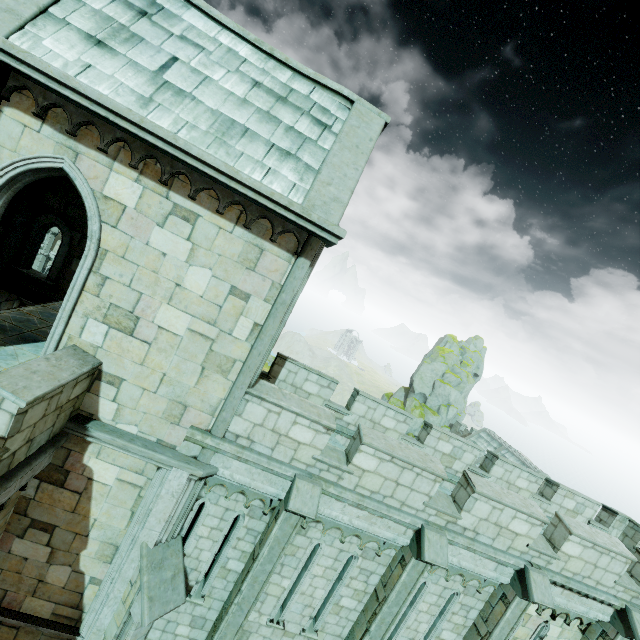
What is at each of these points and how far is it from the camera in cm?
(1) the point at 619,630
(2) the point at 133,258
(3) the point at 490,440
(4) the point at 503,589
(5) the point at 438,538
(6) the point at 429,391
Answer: (1) stone column, 883
(2) building, 617
(3) building, 3644
(4) stone column, 855
(5) stone column, 754
(6) rock, 4756

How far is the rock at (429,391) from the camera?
45.2 meters

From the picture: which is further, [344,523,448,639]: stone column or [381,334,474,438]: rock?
[381,334,474,438]: rock

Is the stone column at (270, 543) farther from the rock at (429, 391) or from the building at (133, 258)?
the rock at (429, 391)

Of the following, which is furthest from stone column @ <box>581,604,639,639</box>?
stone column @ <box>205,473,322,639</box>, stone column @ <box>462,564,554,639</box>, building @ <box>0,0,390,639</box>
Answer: stone column @ <box>205,473,322,639</box>

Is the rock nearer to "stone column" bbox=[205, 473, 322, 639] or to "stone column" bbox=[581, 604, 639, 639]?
"stone column" bbox=[581, 604, 639, 639]

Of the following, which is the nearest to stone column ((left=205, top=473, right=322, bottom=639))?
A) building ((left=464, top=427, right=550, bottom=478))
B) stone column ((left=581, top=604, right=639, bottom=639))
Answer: stone column ((left=581, top=604, right=639, bottom=639))

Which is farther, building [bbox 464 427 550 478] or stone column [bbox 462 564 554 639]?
building [bbox 464 427 550 478]
